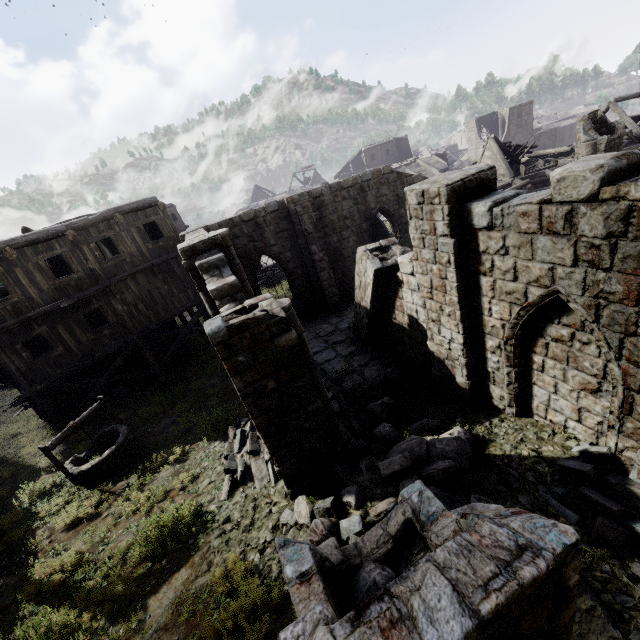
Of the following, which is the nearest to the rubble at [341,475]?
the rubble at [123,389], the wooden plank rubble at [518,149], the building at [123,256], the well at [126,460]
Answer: the building at [123,256]

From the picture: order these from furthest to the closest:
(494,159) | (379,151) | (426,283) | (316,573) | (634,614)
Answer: (379,151) → (494,159) → (426,283) → (634,614) → (316,573)

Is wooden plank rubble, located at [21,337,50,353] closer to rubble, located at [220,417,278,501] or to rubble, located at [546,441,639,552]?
rubble, located at [220,417,278,501]

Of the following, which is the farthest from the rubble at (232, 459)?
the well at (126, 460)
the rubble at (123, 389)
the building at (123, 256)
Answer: the rubble at (123, 389)

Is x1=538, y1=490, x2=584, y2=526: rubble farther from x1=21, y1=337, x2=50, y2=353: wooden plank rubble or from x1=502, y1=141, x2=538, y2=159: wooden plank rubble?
x1=502, y1=141, x2=538, y2=159: wooden plank rubble

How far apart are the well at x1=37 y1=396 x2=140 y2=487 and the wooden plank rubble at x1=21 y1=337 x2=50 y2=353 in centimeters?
562cm

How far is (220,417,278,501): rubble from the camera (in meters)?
8.00

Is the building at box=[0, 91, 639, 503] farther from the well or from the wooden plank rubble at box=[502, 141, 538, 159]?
the well
